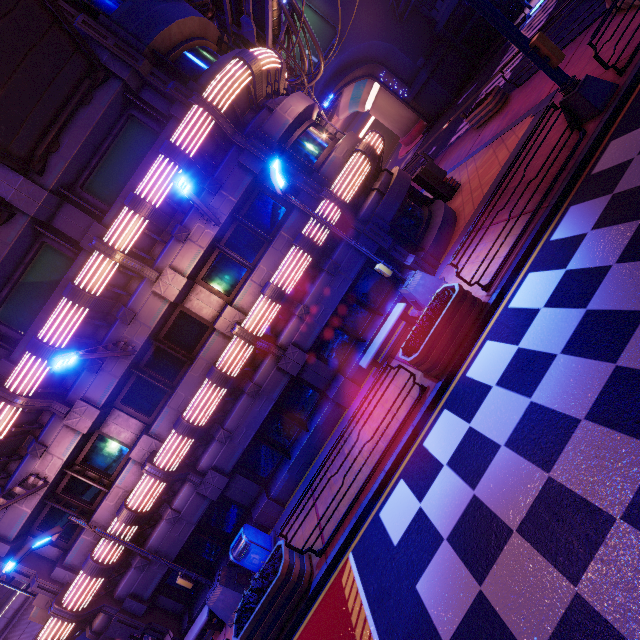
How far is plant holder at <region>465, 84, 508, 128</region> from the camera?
15.95m

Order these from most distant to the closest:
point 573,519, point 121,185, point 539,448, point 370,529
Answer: point 121,185 < point 370,529 < point 539,448 < point 573,519

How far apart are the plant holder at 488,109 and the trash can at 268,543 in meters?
21.1

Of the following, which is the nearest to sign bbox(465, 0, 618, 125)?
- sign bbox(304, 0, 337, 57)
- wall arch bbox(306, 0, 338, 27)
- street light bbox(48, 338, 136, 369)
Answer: street light bbox(48, 338, 136, 369)

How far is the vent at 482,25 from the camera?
30.1m

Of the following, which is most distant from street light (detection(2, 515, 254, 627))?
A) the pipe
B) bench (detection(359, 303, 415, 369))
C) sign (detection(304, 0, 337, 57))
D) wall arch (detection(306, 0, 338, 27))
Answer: sign (detection(304, 0, 337, 57))

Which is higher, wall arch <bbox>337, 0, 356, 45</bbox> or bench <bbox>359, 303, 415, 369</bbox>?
wall arch <bbox>337, 0, 356, 45</bbox>

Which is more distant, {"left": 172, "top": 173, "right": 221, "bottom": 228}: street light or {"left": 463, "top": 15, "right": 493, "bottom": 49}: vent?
{"left": 463, "top": 15, "right": 493, "bottom": 49}: vent
